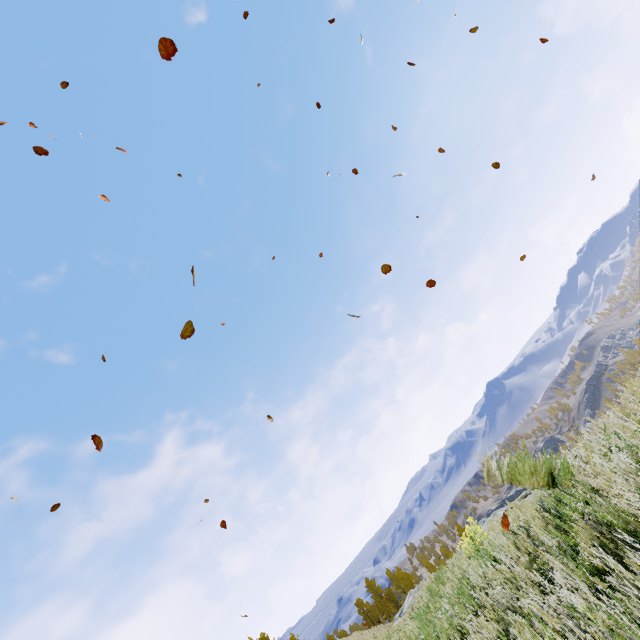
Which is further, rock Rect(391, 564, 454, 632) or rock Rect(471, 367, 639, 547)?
rock Rect(391, 564, 454, 632)

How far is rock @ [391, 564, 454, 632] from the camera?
8.9 meters

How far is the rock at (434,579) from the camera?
8.9 meters

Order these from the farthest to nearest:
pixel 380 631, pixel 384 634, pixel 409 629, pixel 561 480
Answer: pixel 380 631 < pixel 384 634 < pixel 409 629 < pixel 561 480

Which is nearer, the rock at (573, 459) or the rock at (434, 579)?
the rock at (573, 459)
